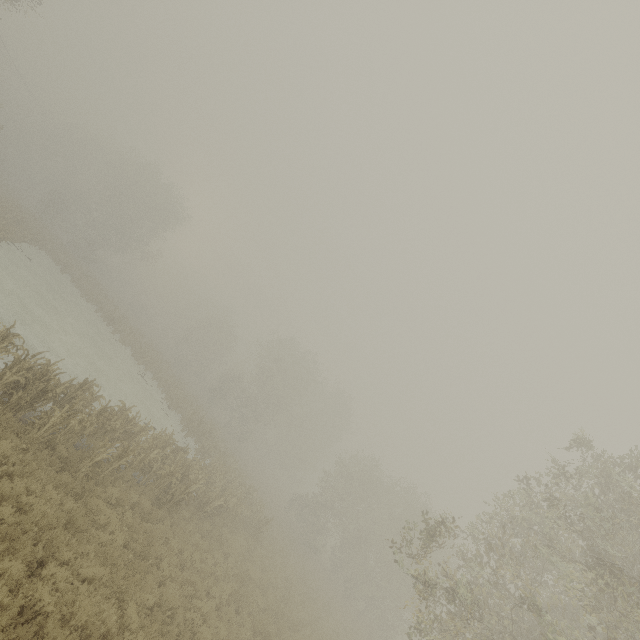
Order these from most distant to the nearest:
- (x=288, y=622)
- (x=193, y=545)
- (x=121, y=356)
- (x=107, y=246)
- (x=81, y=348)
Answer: (x=107, y=246) → (x=121, y=356) → (x=81, y=348) → (x=288, y=622) → (x=193, y=545)
